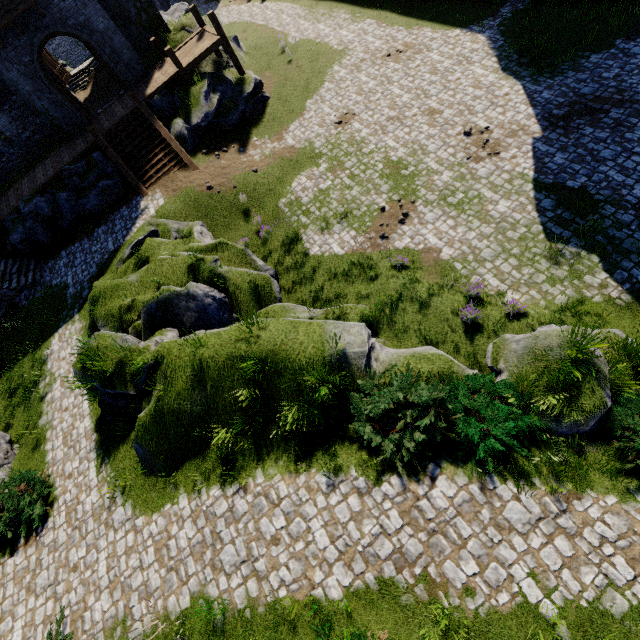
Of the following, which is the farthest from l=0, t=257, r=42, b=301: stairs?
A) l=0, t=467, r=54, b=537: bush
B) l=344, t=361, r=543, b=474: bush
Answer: l=344, t=361, r=543, b=474: bush

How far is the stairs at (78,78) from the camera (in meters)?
25.52

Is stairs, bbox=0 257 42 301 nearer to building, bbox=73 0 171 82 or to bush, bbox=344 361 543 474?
building, bbox=73 0 171 82

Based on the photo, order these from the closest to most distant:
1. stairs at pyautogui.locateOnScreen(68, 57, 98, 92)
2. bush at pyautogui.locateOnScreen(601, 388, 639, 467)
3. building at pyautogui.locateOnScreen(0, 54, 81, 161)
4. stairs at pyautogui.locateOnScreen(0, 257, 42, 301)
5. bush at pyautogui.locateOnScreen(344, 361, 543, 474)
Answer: bush at pyautogui.locateOnScreen(601, 388, 639, 467) → bush at pyautogui.locateOnScreen(344, 361, 543, 474) → building at pyautogui.locateOnScreen(0, 54, 81, 161) → stairs at pyautogui.locateOnScreen(0, 257, 42, 301) → stairs at pyautogui.locateOnScreen(68, 57, 98, 92)

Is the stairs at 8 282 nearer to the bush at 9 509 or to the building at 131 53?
the building at 131 53

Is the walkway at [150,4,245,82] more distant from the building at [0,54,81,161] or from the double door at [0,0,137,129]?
the double door at [0,0,137,129]

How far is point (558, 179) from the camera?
11.55m

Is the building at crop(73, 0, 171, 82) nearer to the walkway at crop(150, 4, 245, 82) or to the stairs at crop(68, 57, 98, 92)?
the stairs at crop(68, 57, 98, 92)
